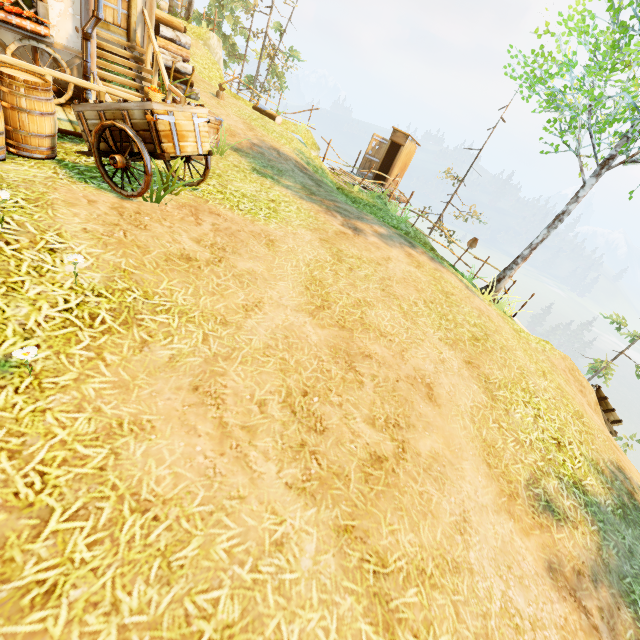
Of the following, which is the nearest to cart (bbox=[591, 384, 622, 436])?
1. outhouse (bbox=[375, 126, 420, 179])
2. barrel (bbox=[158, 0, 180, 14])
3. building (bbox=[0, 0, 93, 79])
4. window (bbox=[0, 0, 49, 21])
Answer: outhouse (bbox=[375, 126, 420, 179])

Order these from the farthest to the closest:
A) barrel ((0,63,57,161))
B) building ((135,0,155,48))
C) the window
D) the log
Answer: the log
building ((135,0,155,48))
the window
barrel ((0,63,57,161))

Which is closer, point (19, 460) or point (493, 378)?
point (19, 460)

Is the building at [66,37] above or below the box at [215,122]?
above

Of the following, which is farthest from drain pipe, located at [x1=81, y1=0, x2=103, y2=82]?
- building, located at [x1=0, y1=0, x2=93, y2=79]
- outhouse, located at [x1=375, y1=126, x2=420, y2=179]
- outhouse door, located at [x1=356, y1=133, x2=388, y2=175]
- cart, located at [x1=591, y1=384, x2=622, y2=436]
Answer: cart, located at [x1=591, y1=384, x2=622, y2=436]

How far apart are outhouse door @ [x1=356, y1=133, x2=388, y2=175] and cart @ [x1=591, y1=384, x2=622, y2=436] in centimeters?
1385cm

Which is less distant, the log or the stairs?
the stairs

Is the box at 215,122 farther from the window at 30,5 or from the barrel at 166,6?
the barrel at 166,6
